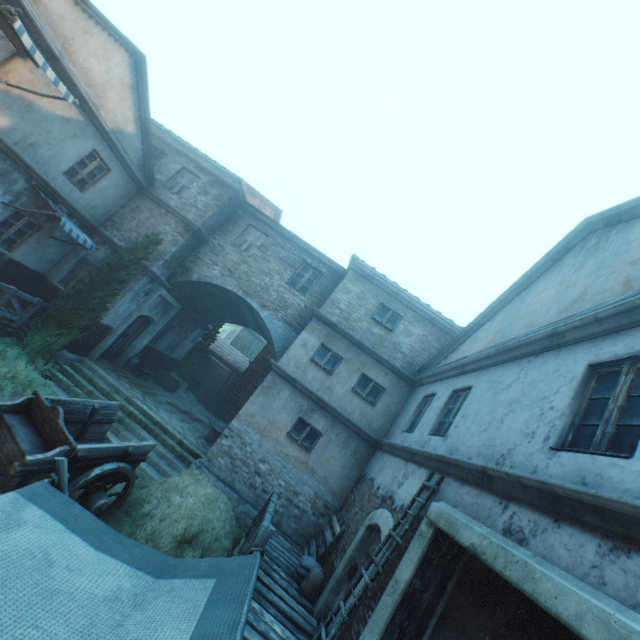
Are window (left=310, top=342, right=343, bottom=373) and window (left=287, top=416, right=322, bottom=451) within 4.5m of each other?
yes

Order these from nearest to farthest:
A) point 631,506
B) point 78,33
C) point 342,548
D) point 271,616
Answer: point 631,506 → point 271,616 → point 342,548 → point 78,33

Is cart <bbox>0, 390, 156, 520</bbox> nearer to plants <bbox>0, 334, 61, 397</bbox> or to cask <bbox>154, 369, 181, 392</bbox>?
plants <bbox>0, 334, 61, 397</bbox>

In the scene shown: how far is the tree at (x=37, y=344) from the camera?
10.4m

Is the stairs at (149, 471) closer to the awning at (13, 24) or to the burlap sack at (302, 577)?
the burlap sack at (302, 577)

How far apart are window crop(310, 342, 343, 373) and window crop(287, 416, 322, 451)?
1.7 meters

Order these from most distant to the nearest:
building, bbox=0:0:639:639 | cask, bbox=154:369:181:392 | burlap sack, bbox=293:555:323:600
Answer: cask, bbox=154:369:181:392 → burlap sack, bbox=293:555:323:600 → building, bbox=0:0:639:639

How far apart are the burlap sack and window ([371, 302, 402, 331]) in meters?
7.4 m
